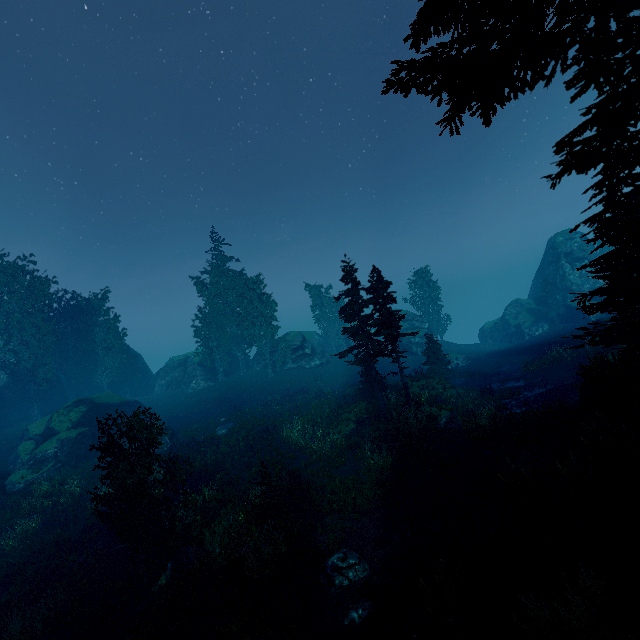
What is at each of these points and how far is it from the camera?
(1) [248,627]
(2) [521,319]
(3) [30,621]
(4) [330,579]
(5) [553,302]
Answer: (1) instancedfoliageactor, 10.02m
(2) rock, 49.44m
(3) instancedfoliageactor, 13.08m
(4) rock, 10.95m
(5) instancedfoliageactor, 45.09m

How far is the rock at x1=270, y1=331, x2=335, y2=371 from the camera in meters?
44.6 m

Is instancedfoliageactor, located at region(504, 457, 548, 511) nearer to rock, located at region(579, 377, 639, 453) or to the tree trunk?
rock, located at region(579, 377, 639, 453)

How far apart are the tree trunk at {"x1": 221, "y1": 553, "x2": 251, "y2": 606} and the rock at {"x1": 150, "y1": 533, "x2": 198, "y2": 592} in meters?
1.7

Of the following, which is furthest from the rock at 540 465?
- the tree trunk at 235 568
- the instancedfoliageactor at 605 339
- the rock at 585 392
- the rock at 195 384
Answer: the rock at 195 384

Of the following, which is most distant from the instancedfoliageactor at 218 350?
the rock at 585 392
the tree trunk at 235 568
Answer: the tree trunk at 235 568

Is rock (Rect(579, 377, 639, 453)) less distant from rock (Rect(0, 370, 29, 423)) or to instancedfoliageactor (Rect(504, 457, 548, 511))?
instancedfoliageactor (Rect(504, 457, 548, 511))
